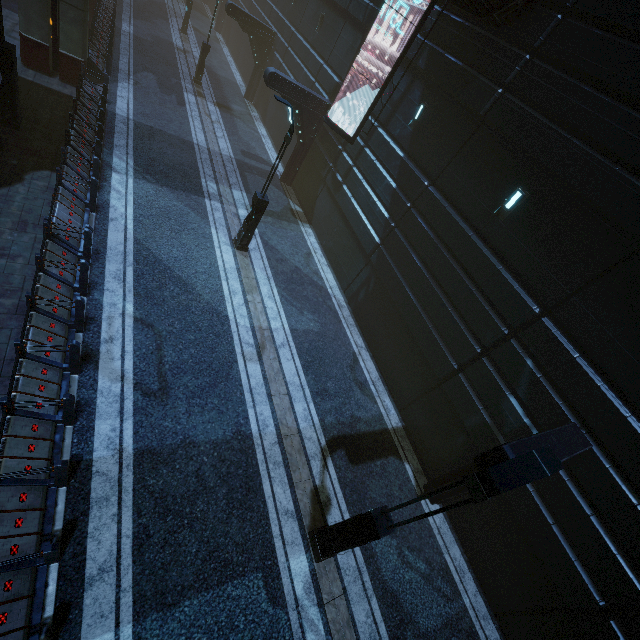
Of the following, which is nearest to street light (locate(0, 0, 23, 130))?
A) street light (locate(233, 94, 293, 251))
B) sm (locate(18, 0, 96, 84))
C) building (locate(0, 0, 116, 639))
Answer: building (locate(0, 0, 116, 639))

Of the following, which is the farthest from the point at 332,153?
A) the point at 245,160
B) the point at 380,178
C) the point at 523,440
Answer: the point at 523,440

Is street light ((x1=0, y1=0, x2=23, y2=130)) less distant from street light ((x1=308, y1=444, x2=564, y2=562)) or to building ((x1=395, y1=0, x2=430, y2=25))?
building ((x1=395, y1=0, x2=430, y2=25))

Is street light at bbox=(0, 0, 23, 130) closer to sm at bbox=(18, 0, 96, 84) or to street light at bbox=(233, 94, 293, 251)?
sm at bbox=(18, 0, 96, 84)

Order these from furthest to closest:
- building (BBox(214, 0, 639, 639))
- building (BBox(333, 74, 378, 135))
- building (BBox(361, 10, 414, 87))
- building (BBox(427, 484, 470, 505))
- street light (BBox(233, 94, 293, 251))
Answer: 1. building (BBox(333, 74, 378, 135))
2. building (BBox(361, 10, 414, 87))
3. street light (BBox(233, 94, 293, 251))
4. building (BBox(427, 484, 470, 505))
5. building (BBox(214, 0, 639, 639))

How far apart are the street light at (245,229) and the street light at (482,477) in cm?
1006

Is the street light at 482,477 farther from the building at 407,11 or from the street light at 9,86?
the street light at 9,86
